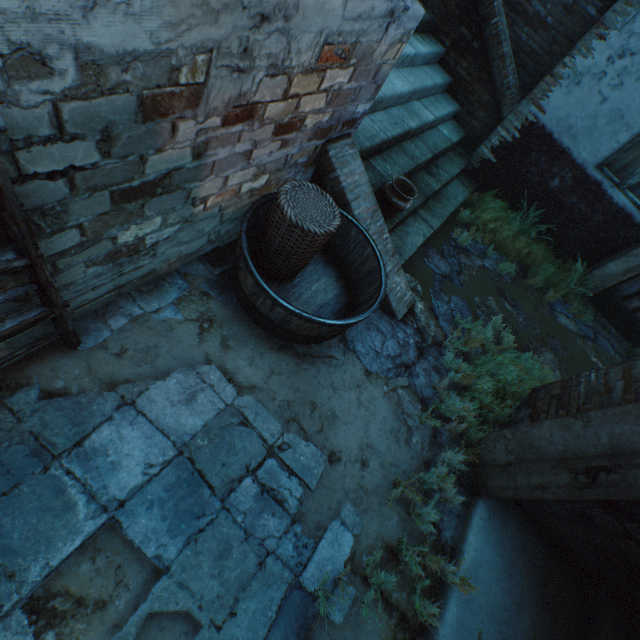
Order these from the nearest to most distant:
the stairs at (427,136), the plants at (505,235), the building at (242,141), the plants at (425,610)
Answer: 1. the building at (242,141)
2. the plants at (425,610)
3. the stairs at (427,136)
4. the plants at (505,235)

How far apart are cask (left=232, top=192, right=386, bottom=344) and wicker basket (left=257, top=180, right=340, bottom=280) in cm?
9

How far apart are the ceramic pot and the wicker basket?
1.03m

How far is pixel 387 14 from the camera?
2.2 meters

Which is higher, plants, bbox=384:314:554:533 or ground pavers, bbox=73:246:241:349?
plants, bbox=384:314:554:533

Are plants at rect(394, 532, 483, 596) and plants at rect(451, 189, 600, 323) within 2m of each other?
no

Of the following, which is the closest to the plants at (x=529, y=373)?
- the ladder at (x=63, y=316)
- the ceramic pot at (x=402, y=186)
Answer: the ceramic pot at (x=402, y=186)
